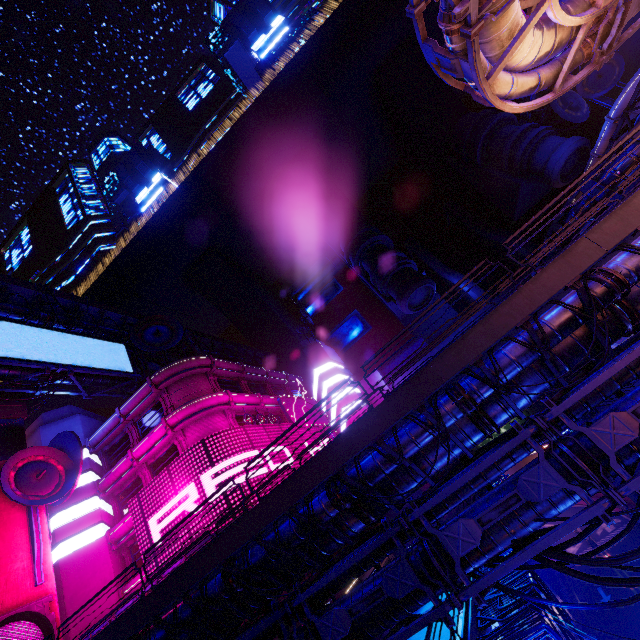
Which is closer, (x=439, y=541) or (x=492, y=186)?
(x=439, y=541)

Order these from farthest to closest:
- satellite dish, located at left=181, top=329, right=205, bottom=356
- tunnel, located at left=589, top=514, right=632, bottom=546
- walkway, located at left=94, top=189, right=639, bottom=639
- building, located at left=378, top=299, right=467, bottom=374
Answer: building, located at left=378, top=299, right=467, bottom=374 → tunnel, located at left=589, top=514, right=632, bottom=546 → satellite dish, located at left=181, top=329, right=205, bottom=356 → walkway, located at left=94, top=189, right=639, bottom=639

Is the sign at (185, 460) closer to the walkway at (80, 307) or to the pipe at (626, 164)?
the pipe at (626, 164)

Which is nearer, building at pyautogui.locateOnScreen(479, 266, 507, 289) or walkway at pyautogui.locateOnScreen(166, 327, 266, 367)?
walkway at pyautogui.locateOnScreen(166, 327, 266, 367)

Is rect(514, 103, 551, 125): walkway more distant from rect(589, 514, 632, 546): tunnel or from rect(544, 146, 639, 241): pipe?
rect(589, 514, 632, 546): tunnel

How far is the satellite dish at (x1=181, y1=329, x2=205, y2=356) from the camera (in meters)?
33.47

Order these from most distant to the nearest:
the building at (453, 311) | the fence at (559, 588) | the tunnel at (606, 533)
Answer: the building at (453, 311), the tunnel at (606, 533), the fence at (559, 588)

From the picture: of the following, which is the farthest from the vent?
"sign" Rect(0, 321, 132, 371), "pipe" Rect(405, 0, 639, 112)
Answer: "sign" Rect(0, 321, 132, 371)
